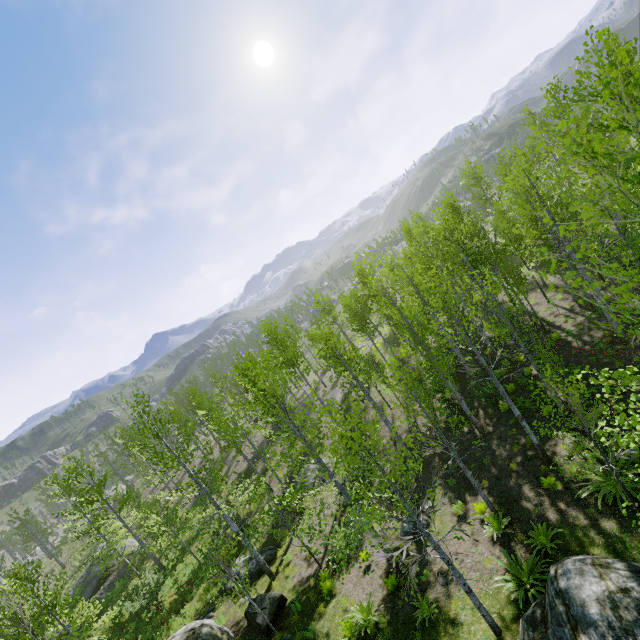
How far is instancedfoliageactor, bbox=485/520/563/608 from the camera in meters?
8.2 m

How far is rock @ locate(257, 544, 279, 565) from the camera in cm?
1647

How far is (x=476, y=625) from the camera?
8.4 meters

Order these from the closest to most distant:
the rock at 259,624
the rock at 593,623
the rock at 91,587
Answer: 1. the rock at 593,623
2. the rock at 259,624
3. the rock at 91,587

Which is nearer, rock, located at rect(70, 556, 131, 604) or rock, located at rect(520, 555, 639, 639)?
rock, located at rect(520, 555, 639, 639)

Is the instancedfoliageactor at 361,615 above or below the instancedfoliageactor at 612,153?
below

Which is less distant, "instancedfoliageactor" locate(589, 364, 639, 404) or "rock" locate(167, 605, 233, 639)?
"instancedfoliageactor" locate(589, 364, 639, 404)

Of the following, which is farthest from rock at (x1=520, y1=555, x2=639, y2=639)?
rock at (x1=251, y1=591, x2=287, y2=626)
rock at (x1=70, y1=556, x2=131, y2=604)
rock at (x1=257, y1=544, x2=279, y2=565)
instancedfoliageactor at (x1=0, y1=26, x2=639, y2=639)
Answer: rock at (x1=70, y1=556, x2=131, y2=604)
